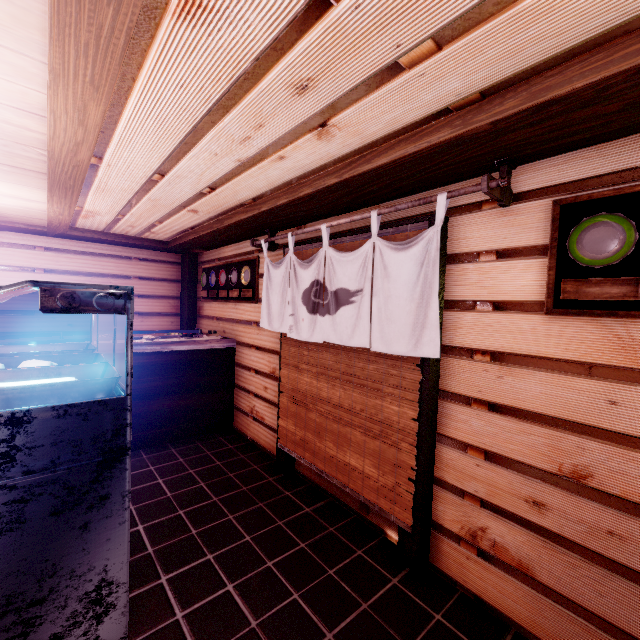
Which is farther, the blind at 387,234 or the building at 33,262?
the building at 33,262

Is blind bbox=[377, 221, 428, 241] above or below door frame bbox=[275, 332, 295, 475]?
above

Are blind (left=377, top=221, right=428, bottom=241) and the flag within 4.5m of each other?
yes

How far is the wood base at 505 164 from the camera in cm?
343

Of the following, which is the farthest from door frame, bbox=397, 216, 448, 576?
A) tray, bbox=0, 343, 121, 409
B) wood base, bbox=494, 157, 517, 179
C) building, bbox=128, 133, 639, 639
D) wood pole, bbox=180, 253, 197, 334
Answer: wood pole, bbox=180, 253, 197, 334

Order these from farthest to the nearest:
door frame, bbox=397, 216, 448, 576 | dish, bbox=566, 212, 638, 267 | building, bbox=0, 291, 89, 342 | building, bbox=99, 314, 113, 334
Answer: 1. building, bbox=99, 314, 113, 334
2. building, bbox=0, 291, 89, 342
3. door frame, bbox=397, 216, 448, 576
4. dish, bbox=566, 212, 638, 267

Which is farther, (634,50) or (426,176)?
(426,176)

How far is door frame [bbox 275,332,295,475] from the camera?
6.6m
